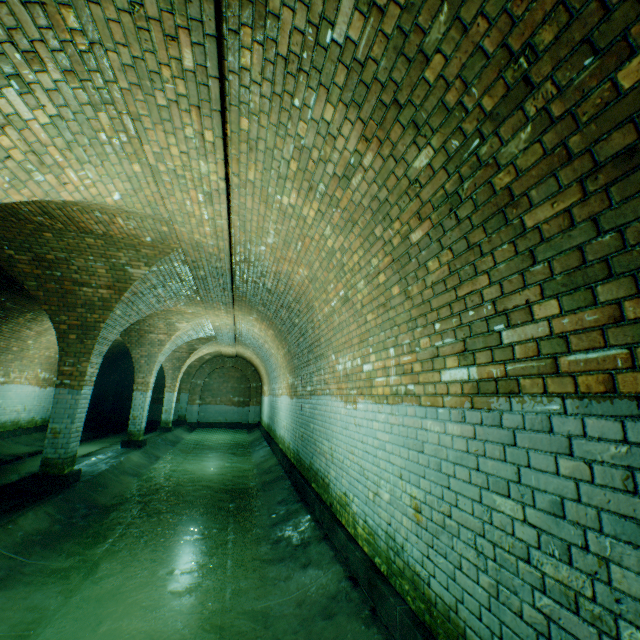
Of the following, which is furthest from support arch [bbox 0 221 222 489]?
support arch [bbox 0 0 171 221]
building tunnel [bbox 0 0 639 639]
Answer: support arch [bbox 0 0 171 221]

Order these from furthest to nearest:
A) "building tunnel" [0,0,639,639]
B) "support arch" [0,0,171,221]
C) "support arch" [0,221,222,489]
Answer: "support arch" [0,221,222,489] < "support arch" [0,0,171,221] < "building tunnel" [0,0,639,639]

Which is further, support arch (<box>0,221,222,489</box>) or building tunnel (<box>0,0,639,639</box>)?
support arch (<box>0,221,222,489</box>)

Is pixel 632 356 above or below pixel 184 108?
below

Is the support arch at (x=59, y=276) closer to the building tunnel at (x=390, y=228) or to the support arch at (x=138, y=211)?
the building tunnel at (x=390, y=228)

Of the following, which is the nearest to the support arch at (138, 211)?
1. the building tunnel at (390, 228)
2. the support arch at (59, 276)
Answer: the building tunnel at (390, 228)

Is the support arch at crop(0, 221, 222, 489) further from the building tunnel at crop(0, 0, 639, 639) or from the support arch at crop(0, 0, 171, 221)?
the support arch at crop(0, 0, 171, 221)
